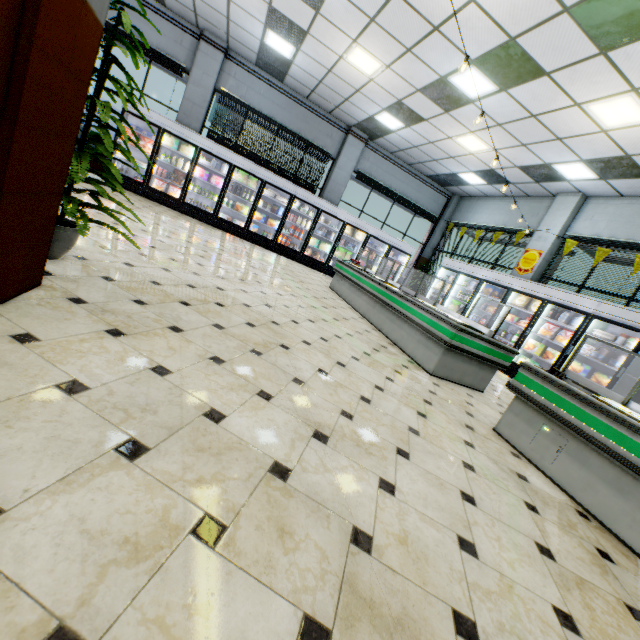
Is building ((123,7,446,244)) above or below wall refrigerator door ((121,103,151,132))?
above

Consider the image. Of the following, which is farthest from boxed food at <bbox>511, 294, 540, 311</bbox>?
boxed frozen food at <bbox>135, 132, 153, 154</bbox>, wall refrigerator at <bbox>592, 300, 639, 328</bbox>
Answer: boxed frozen food at <bbox>135, 132, 153, 154</bbox>

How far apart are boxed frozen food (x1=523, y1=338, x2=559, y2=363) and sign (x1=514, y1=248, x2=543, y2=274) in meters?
2.4 m

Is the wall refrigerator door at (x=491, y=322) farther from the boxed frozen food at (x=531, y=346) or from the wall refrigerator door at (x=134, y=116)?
the wall refrigerator door at (x=134, y=116)

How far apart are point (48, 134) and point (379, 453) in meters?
2.5

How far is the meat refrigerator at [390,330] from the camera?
4.4 meters

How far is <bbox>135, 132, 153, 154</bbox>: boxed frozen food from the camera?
9.1m

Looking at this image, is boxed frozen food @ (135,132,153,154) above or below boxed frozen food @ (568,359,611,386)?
above
